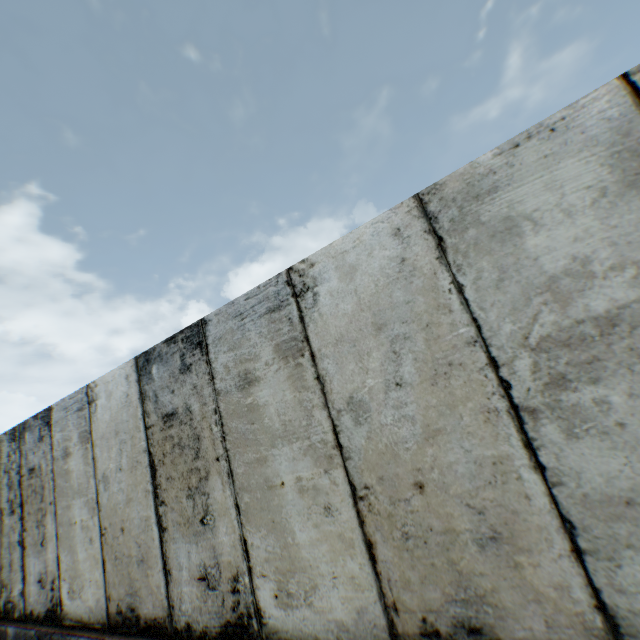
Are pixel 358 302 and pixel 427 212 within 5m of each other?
yes
